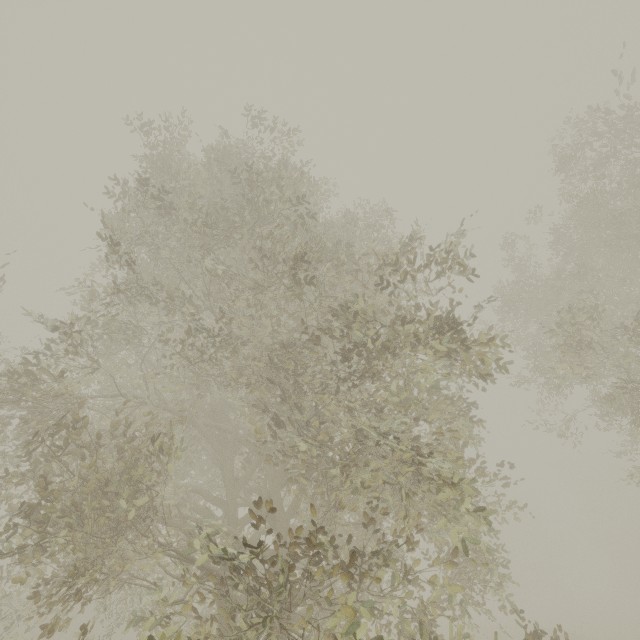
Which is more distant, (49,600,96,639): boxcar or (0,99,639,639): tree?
(49,600,96,639): boxcar

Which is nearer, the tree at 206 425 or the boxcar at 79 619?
the tree at 206 425

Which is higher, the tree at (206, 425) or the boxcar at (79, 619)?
the tree at (206, 425)

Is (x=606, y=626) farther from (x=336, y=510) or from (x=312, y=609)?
(x=312, y=609)

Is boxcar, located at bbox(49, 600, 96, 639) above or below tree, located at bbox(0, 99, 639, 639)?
below
